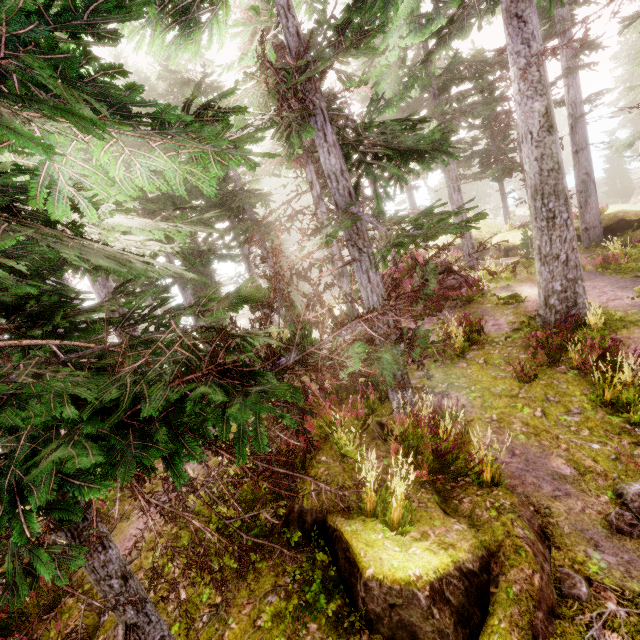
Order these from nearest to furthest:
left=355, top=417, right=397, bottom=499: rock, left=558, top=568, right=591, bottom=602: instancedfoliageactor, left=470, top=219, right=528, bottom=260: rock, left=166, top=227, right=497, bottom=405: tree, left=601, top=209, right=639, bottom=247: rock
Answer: left=558, top=568, right=591, bottom=602: instancedfoliageactor, left=166, top=227, right=497, bottom=405: tree, left=355, top=417, right=397, bottom=499: rock, left=601, top=209, right=639, bottom=247: rock, left=470, top=219, right=528, bottom=260: rock

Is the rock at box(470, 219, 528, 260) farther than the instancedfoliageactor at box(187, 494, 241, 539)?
Yes

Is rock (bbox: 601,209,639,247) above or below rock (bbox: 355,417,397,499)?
below

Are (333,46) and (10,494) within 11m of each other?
no

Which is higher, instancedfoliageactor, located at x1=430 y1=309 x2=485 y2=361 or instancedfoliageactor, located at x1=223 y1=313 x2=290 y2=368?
instancedfoliageactor, located at x1=223 y1=313 x2=290 y2=368

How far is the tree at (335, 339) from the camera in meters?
4.2

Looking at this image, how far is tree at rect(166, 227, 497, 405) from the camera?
4.2 meters

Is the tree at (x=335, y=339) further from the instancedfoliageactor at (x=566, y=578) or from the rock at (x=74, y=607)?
the rock at (x=74, y=607)
